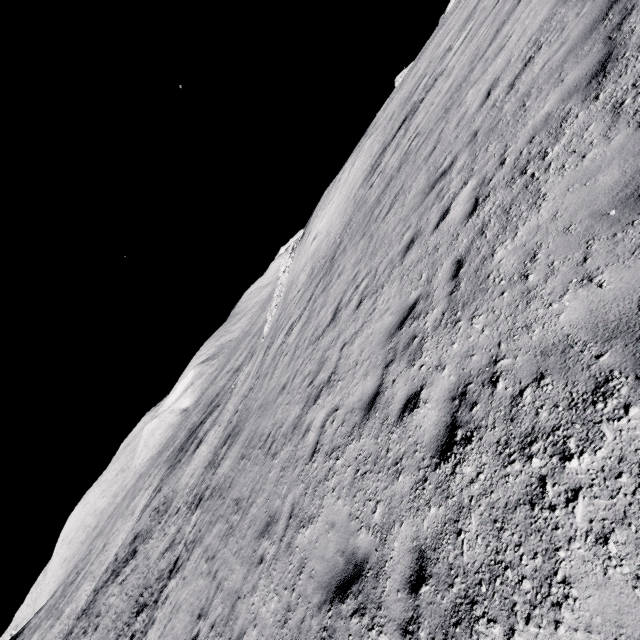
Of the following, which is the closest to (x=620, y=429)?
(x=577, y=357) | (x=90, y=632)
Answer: (x=577, y=357)
